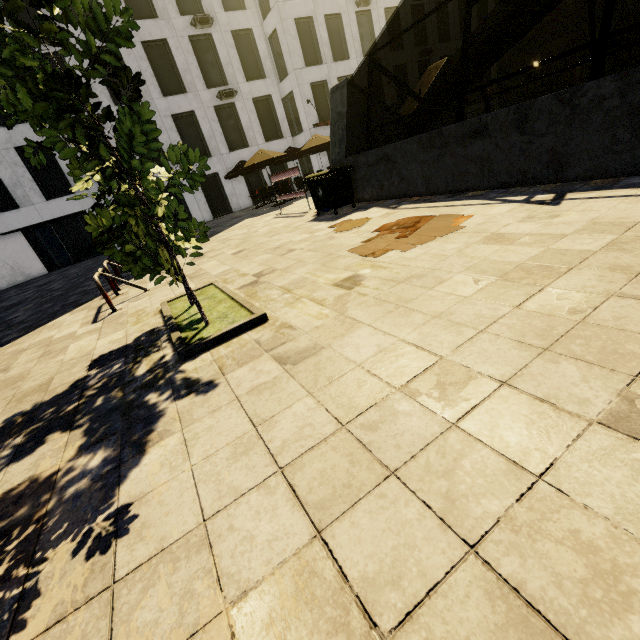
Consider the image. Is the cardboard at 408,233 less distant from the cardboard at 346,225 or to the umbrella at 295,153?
the cardboard at 346,225

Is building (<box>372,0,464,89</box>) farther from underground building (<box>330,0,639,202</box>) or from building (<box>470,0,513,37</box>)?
building (<box>470,0,513,37</box>)

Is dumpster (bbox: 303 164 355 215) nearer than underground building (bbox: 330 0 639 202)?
No

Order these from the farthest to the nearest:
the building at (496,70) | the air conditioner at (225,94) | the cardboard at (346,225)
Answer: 1. the building at (496,70)
2. the air conditioner at (225,94)
3. the cardboard at (346,225)

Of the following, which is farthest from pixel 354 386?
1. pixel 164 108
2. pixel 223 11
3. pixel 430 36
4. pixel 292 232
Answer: pixel 430 36

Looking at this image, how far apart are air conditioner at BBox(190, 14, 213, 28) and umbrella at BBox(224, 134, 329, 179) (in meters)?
10.51

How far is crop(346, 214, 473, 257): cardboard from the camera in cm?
454

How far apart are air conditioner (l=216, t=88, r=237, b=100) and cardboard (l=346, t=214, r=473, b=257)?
22.0m
